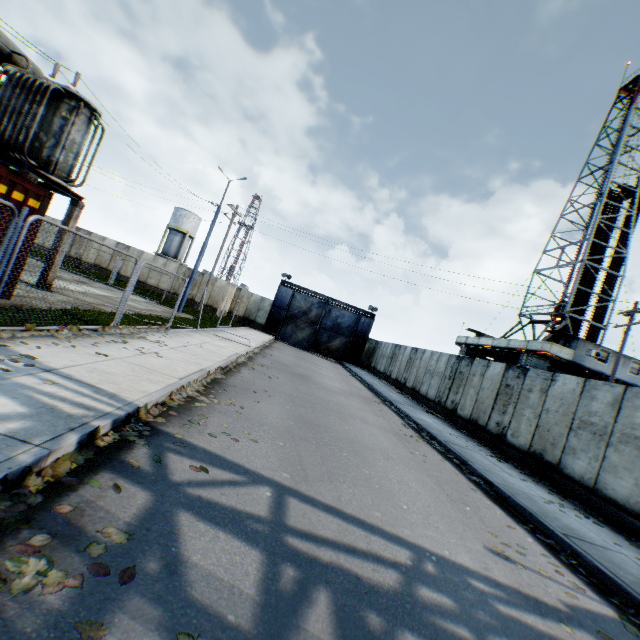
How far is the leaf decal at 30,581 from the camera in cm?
201

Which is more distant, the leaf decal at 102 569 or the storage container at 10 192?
the storage container at 10 192

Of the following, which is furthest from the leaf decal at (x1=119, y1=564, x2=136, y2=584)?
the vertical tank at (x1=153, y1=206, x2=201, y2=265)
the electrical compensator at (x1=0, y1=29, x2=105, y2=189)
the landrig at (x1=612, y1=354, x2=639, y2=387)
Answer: the vertical tank at (x1=153, y1=206, x2=201, y2=265)

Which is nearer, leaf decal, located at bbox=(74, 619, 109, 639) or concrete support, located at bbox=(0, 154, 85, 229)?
leaf decal, located at bbox=(74, 619, 109, 639)

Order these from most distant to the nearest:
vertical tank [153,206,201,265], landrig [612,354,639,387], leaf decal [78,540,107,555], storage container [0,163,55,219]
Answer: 1. vertical tank [153,206,201,265]
2. landrig [612,354,639,387]
3. storage container [0,163,55,219]
4. leaf decal [78,540,107,555]

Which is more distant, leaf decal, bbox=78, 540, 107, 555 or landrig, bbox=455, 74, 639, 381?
landrig, bbox=455, 74, 639, 381

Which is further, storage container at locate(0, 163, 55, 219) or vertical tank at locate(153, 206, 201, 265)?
vertical tank at locate(153, 206, 201, 265)

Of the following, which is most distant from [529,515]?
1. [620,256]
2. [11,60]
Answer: [620,256]
